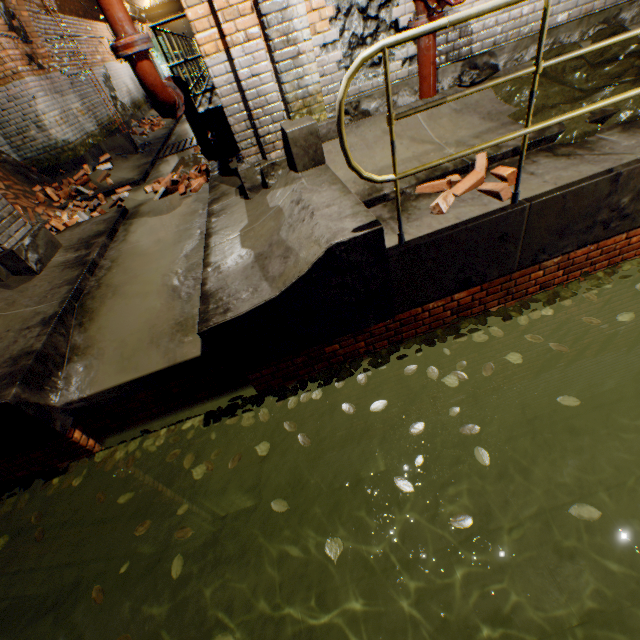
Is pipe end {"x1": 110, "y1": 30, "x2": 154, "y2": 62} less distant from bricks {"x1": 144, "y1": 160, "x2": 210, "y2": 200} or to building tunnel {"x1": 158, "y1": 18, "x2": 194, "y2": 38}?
building tunnel {"x1": 158, "y1": 18, "x2": 194, "y2": 38}

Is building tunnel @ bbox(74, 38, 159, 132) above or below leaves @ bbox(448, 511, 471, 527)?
above

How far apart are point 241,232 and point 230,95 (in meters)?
1.53

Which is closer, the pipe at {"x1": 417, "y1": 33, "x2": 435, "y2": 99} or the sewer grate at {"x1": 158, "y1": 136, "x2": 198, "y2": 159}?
the pipe at {"x1": 417, "y1": 33, "x2": 435, "y2": 99}

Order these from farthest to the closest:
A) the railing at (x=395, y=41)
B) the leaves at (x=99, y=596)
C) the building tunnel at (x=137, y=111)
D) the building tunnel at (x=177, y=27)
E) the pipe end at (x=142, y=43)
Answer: the building tunnel at (x=177, y=27)
the building tunnel at (x=137, y=111)
the pipe end at (x=142, y=43)
the leaves at (x=99, y=596)
the railing at (x=395, y=41)

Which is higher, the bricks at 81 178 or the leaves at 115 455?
the bricks at 81 178

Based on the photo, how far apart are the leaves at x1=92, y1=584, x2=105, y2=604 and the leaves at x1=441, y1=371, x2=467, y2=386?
3.21m

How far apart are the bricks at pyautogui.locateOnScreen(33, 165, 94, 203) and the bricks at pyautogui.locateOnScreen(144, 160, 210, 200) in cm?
119
